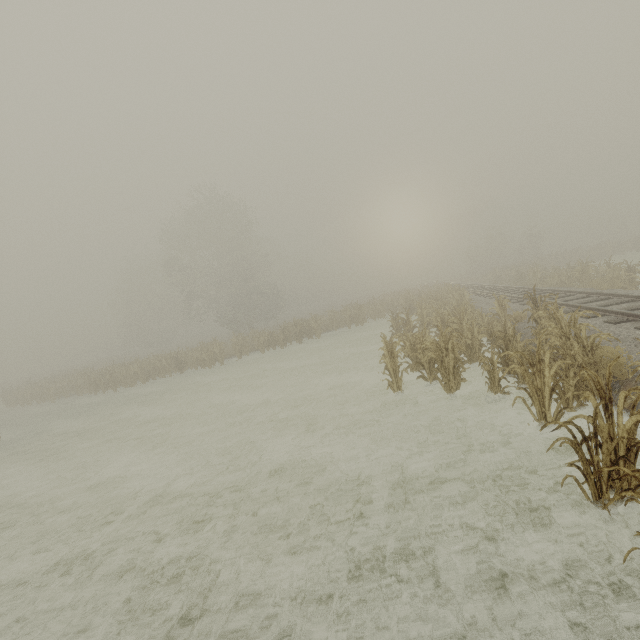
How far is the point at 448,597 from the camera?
3.6 meters
